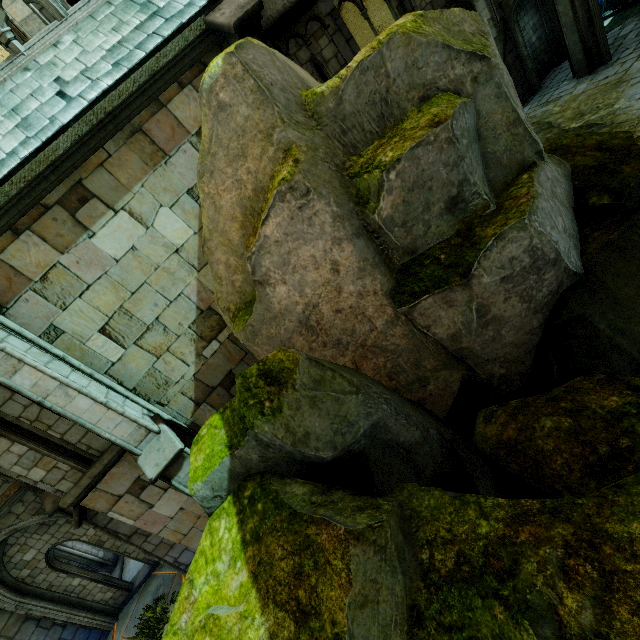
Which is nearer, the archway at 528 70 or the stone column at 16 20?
the stone column at 16 20

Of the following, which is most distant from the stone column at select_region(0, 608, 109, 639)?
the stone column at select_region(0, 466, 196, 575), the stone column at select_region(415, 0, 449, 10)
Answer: the stone column at select_region(415, 0, 449, 10)

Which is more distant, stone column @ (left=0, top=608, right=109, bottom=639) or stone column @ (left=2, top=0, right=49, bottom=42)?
stone column @ (left=0, top=608, right=109, bottom=639)

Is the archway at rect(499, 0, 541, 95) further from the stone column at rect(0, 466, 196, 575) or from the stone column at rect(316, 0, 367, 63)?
the stone column at rect(0, 466, 196, 575)

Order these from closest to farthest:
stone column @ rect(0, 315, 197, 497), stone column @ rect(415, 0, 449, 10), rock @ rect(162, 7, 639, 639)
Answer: rock @ rect(162, 7, 639, 639), stone column @ rect(0, 315, 197, 497), stone column @ rect(415, 0, 449, 10)

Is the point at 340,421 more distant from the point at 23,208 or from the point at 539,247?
the point at 23,208

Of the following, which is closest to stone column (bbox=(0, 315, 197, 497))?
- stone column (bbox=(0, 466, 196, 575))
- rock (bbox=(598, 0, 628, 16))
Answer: stone column (bbox=(0, 466, 196, 575))

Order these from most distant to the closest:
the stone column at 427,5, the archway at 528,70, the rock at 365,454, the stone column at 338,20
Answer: the archway at 528,70 → the stone column at 427,5 → the stone column at 338,20 → the rock at 365,454
